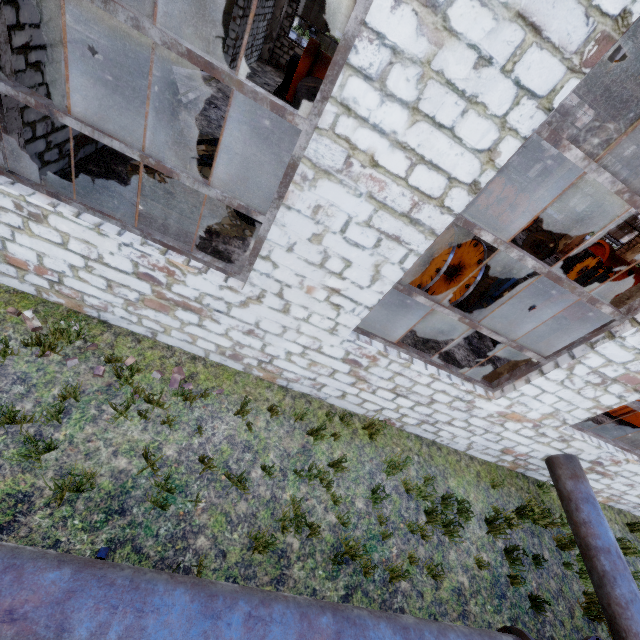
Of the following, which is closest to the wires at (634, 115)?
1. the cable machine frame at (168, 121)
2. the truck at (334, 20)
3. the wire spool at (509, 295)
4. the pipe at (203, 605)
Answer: the pipe at (203, 605)

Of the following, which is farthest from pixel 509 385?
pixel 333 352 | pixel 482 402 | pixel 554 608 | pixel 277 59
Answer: pixel 277 59

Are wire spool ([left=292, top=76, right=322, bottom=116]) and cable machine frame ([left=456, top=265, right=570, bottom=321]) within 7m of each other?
no

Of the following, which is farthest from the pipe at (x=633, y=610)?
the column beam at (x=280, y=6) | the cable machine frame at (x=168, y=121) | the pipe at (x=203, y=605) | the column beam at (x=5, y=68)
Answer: the column beam at (x=280, y=6)

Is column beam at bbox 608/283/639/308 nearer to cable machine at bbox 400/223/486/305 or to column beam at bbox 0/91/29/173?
cable machine at bbox 400/223/486/305

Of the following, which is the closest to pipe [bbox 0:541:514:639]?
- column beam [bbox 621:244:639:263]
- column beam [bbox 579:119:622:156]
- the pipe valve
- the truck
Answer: the pipe valve

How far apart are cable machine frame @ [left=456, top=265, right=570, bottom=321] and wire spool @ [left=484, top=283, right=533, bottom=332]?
0.0 meters

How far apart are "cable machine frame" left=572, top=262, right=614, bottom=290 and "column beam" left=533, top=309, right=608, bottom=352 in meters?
11.9
